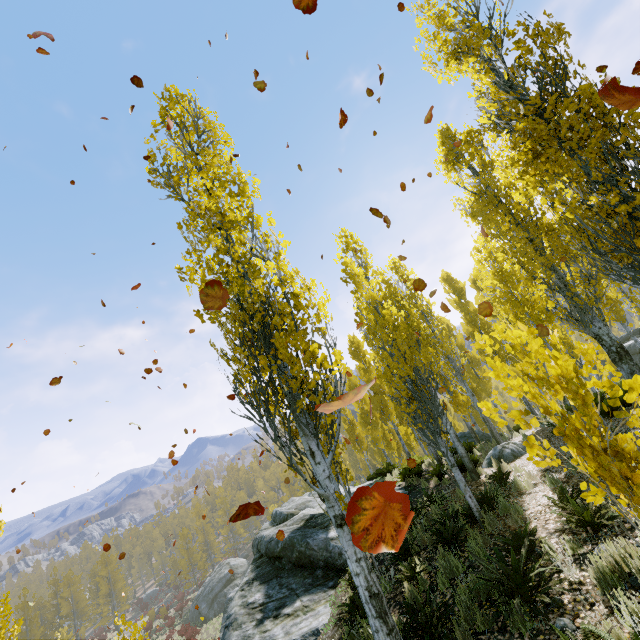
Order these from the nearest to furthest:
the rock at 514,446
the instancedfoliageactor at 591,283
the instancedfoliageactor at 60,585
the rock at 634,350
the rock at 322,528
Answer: Result: the instancedfoliageactor at 591,283, the rock at 322,528, the rock at 514,446, the rock at 634,350, the instancedfoliageactor at 60,585

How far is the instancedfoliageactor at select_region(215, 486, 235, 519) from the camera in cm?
5066

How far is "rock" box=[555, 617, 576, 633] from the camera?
3.8 meters

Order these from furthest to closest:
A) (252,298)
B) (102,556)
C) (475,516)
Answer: (102,556) → (475,516) → (252,298)

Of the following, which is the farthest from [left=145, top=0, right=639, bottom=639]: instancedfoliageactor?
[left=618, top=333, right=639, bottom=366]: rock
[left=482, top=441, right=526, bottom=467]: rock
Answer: [left=618, top=333, right=639, bottom=366]: rock

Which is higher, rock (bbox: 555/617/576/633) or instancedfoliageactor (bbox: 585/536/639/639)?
instancedfoliageactor (bbox: 585/536/639/639)

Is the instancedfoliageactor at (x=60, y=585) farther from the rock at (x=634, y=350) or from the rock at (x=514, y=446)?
the rock at (x=634, y=350)

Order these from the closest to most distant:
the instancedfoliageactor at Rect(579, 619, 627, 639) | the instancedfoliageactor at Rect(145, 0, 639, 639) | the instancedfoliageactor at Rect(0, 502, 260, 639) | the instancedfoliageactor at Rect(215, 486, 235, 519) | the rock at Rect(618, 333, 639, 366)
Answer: the instancedfoliageactor at Rect(579, 619, 627, 639) → the instancedfoliageactor at Rect(145, 0, 639, 639) → the rock at Rect(618, 333, 639, 366) → the instancedfoliageactor at Rect(0, 502, 260, 639) → the instancedfoliageactor at Rect(215, 486, 235, 519)
